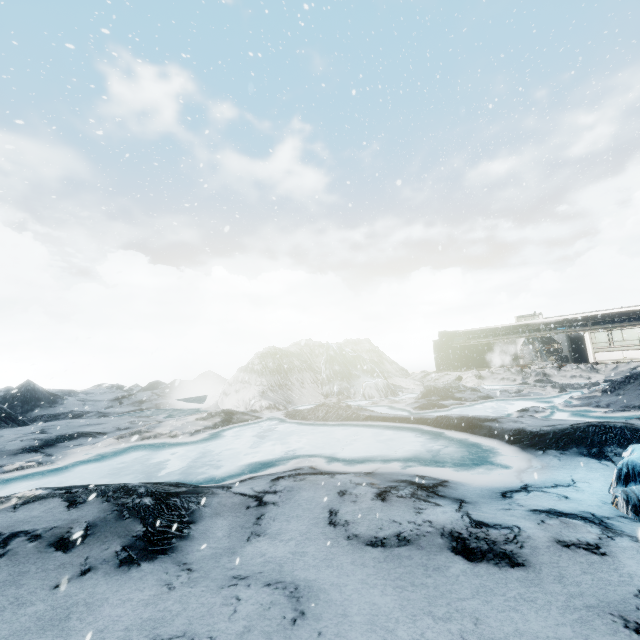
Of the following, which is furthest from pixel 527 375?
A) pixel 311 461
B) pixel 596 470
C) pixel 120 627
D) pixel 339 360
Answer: pixel 120 627
